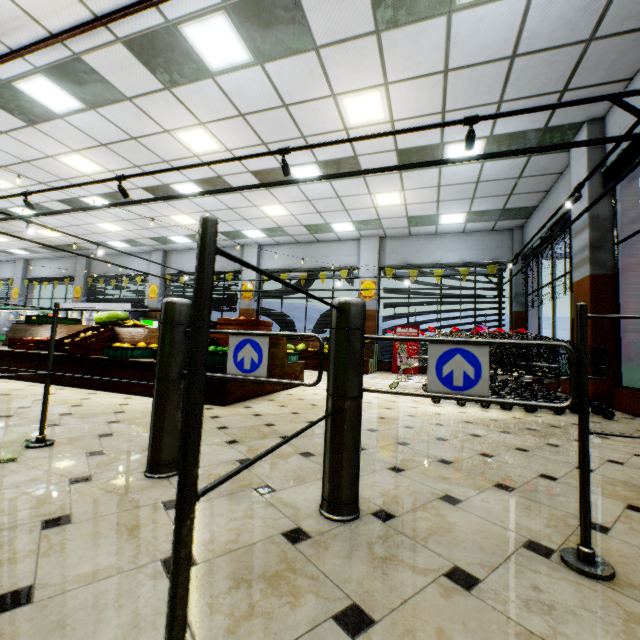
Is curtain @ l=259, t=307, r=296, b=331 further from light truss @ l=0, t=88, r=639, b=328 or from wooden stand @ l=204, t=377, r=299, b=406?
wooden stand @ l=204, t=377, r=299, b=406

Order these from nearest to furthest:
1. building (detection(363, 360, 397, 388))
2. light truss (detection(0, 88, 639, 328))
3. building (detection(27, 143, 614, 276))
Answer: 1. light truss (detection(0, 88, 639, 328))
2. building (detection(363, 360, 397, 388))
3. building (detection(27, 143, 614, 276))

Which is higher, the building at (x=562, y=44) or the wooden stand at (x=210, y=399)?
the building at (x=562, y=44)

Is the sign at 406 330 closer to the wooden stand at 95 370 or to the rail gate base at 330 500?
the wooden stand at 95 370

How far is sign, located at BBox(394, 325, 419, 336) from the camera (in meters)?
10.84

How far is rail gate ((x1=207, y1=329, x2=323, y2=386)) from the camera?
1.6m

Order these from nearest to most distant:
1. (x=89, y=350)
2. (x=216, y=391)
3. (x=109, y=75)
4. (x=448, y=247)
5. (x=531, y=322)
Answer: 1. (x=216, y=391)
2. (x=89, y=350)
3. (x=109, y=75)
4. (x=531, y=322)
5. (x=448, y=247)

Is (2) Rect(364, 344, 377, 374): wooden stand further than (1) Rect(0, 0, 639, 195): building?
Yes
